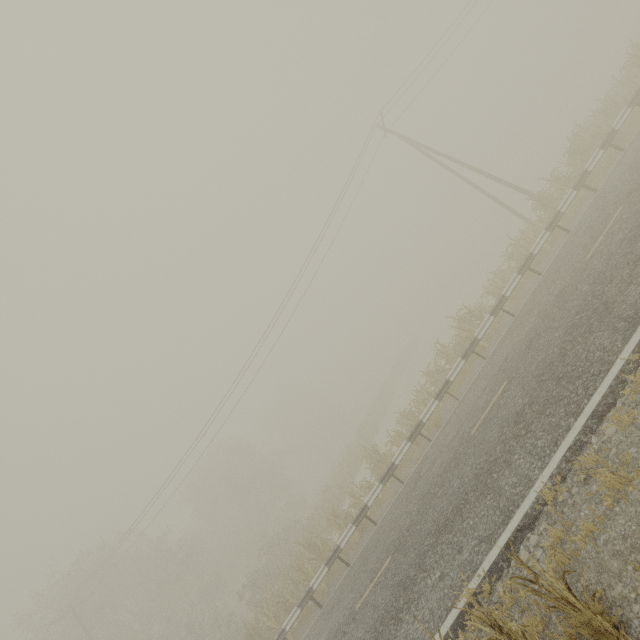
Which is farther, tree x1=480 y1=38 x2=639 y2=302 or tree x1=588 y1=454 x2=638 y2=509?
tree x1=480 y1=38 x2=639 y2=302

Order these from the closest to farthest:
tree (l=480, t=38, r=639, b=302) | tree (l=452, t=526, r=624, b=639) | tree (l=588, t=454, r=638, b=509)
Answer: tree (l=452, t=526, r=624, b=639) → tree (l=588, t=454, r=638, b=509) → tree (l=480, t=38, r=639, b=302)

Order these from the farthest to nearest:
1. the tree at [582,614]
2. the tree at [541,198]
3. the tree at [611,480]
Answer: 1. the tree at [541,198]
2. the tree at [611,480]
3. the tree at [582,614]

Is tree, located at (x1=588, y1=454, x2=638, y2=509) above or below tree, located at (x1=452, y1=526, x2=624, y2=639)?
below

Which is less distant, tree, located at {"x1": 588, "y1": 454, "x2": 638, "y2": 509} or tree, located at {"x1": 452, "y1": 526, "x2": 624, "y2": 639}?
tree, located at {"x1": 452, "y1": 526, "x2": 624, "y2": 639}

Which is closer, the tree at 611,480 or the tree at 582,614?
the tree at 582,614

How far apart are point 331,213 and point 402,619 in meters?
19.0
